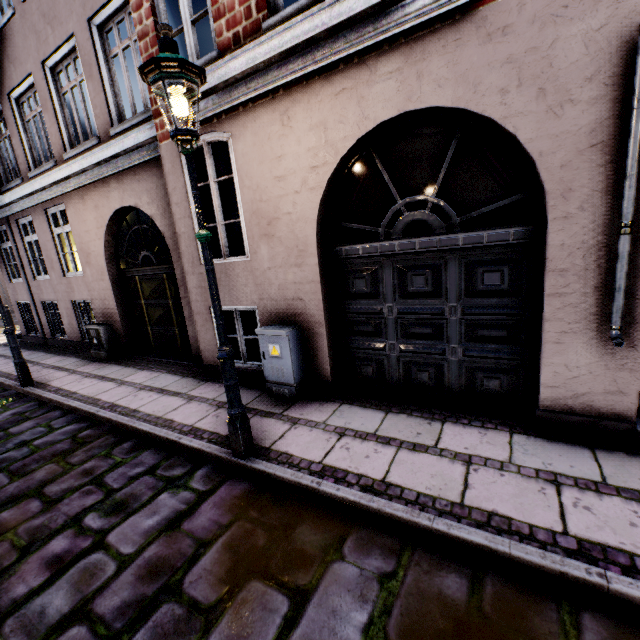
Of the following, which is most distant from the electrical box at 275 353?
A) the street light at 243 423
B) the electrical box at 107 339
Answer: the electrical box at 107 339

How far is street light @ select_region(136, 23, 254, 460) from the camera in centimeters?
253cm

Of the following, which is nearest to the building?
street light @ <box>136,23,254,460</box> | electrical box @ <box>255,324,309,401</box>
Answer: electrical box @ <box>255,324,309,401</box>

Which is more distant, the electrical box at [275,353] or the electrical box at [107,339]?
the electrical box at [107,339]

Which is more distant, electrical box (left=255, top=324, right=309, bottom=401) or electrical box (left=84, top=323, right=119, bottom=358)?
electrical box (left=84, top=323, right=119, bottom=358)

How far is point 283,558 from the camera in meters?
2.4 m

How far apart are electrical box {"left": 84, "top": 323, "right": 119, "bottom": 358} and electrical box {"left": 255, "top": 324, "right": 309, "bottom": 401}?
5.3 meters

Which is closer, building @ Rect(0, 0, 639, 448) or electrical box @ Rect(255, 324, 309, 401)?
building @ Rect(0, 0, 639, 448)
